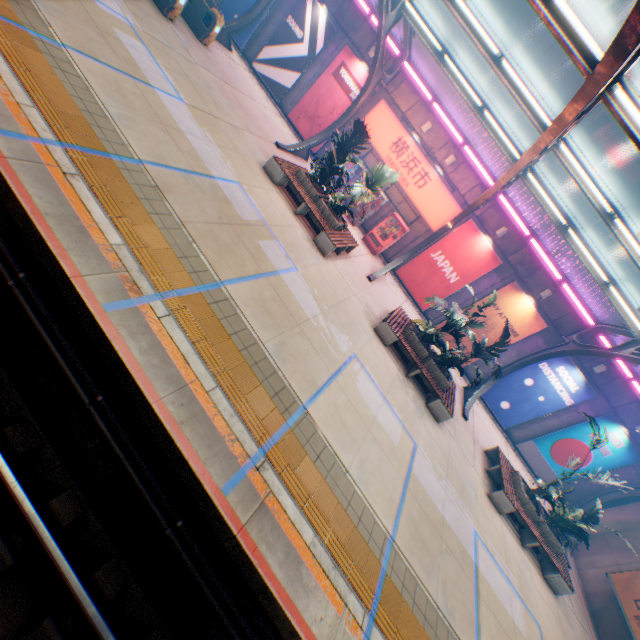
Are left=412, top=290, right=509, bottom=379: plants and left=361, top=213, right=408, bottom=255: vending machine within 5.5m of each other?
no

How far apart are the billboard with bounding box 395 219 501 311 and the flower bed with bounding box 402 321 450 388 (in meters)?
4.95

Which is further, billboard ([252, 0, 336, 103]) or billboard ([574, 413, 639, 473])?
billboard ([252, 0, 336, 103])

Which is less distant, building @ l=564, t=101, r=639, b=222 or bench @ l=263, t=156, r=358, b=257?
bench @ l=263, t=156, r=358, b=257

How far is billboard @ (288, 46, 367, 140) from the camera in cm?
1577

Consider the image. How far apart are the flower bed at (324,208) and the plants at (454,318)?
5.6m

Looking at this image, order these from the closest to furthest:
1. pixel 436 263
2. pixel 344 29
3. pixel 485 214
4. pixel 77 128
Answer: pixel 77 128 → pixel 485 214 → pixel 344 29 → pixel 436 263

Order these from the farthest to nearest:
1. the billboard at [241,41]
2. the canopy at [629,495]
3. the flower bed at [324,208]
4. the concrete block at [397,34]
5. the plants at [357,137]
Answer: the billboard at [241,41] < the concrete block at [397,34] < the canopy at [629,495] < the flower bed at [324,208] < the plants at [357,137]
